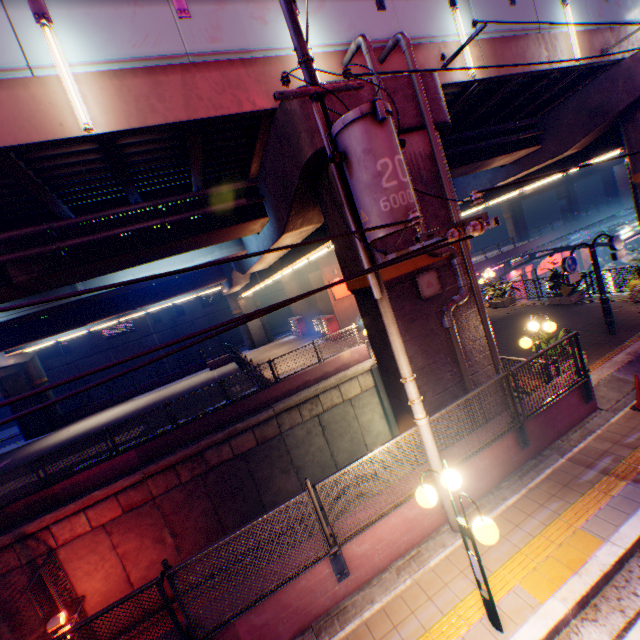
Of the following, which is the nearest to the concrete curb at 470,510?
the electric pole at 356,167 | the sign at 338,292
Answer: the electric pole at 356,167

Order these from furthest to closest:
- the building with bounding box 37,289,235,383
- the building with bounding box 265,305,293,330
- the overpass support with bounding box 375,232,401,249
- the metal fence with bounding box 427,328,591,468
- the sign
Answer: the building with bounding box 265,305,293,330 < the building with bounding box 37,289,235,383 < the sign < the overpass support with bounding box 375,232,401,249 < the metal fence with bounding box 427,328,591,468

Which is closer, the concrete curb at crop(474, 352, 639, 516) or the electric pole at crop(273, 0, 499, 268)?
the electric pole at crop(273, 0, 499, 268)

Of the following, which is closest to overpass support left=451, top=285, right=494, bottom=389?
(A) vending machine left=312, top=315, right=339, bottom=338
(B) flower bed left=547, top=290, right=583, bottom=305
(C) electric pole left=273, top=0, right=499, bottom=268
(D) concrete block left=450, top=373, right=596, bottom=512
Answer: (D) concrete block left=450, top=373, right=596, bottom=512

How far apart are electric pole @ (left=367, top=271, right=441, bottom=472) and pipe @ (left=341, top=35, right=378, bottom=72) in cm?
221

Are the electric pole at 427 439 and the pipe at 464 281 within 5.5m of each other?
yes

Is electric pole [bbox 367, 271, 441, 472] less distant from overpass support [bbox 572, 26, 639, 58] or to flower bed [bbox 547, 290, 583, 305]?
overpass support [bbox 572, 26, 639, 58]

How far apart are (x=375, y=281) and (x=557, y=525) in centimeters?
524cm
